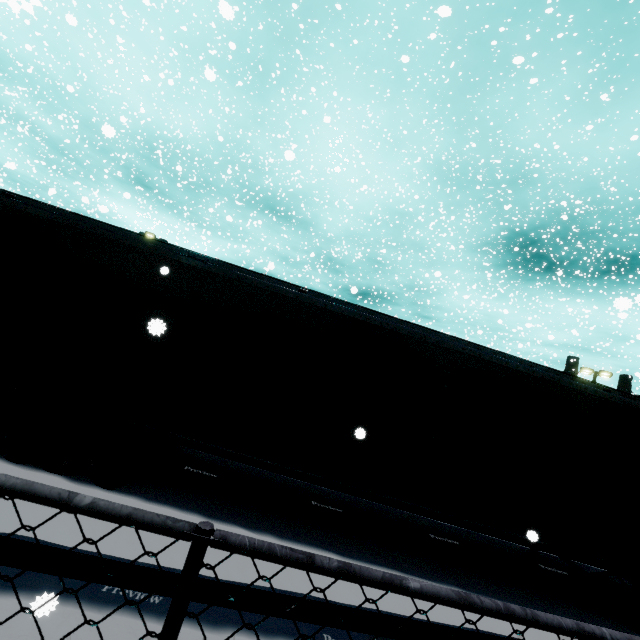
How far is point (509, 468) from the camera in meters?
5.2 m
